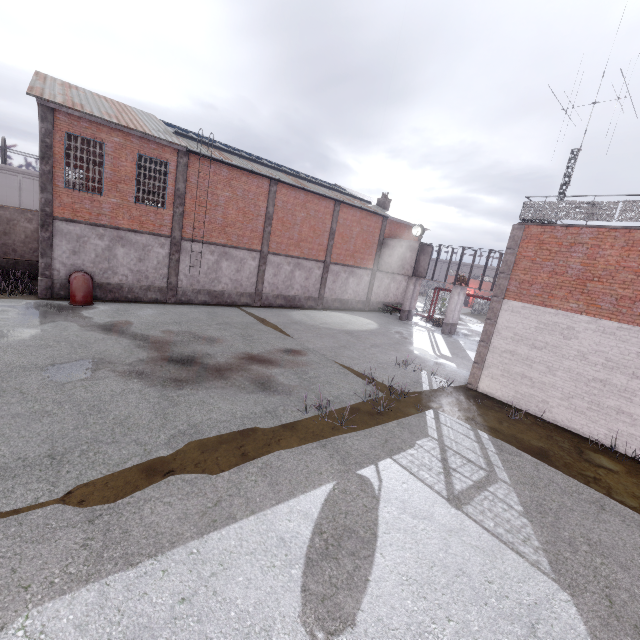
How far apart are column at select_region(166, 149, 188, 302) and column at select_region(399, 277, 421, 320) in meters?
18.7

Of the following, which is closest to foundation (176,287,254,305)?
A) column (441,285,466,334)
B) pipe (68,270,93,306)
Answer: pipe (68,270,93,306)

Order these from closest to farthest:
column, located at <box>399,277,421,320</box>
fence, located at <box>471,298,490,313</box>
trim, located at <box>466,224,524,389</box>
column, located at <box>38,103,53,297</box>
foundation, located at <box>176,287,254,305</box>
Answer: trim, located at <box>466,224,524,389</box>, column, located at <box>38,103,53,297</box>, foundation, located at <box>176,287,254,305</box>, column, located at <box>399,277,421,320</box>, fence, located at <box>471,298,490,313</box>

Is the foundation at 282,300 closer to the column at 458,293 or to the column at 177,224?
the column at 177,224

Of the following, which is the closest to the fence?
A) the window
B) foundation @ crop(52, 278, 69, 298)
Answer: the window

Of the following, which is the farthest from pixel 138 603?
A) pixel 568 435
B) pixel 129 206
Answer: pixel 129 206

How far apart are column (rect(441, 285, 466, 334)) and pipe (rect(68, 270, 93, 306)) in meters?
23.7

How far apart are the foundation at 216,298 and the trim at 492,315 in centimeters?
1520cm
